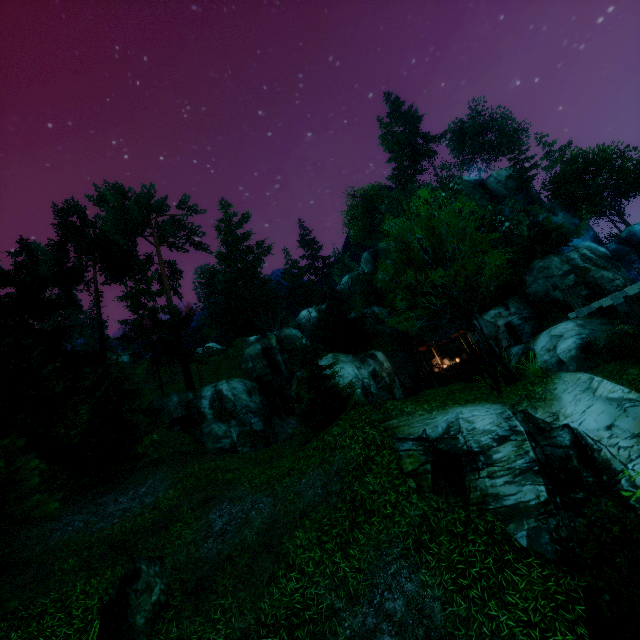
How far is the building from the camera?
33.62m

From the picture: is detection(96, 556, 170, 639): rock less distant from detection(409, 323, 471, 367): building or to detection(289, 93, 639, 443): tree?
detection(289, 93, 639, 443): tree

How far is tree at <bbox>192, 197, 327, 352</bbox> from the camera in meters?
37.0

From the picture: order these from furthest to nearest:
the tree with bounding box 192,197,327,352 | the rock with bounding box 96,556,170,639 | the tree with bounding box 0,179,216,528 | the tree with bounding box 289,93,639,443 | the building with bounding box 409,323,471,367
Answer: the tree with bounding box 192,197,327,352 → the building with bounding box 409,323,471,367 → the tree with bounding box 0,179,216,528 → the tree with bounding box 289,93,639,443 → the rock with bounding box 96,556,170,639

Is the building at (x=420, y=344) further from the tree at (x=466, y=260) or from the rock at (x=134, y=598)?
the rock at (x=134, y=598)

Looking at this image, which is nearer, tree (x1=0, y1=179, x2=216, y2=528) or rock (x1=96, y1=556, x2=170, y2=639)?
rock (x1=96, y1=556, x2=170, y2=639)

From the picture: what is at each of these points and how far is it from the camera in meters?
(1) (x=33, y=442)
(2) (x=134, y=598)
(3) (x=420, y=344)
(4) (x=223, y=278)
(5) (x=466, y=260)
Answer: (1) tree, 15.5
(2) rock, 8.1
(3) building, 34.3
(4) tree, 56.4
(5) tree, 10.4
